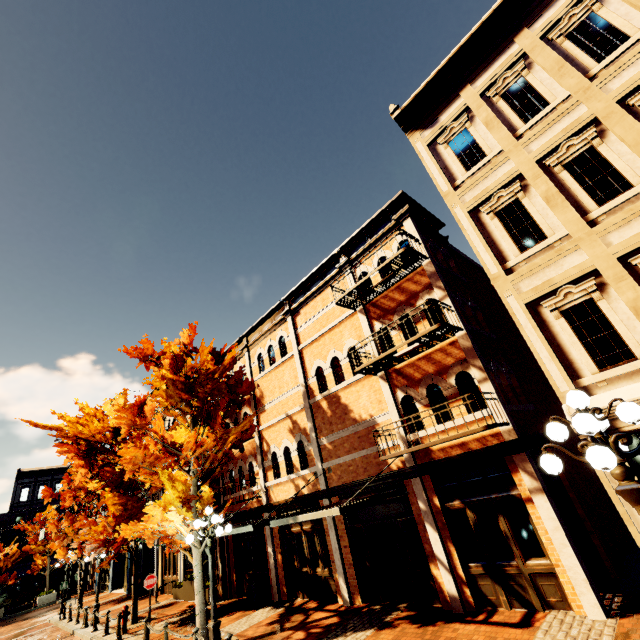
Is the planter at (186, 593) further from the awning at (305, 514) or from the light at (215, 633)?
the awning at (305, 514)

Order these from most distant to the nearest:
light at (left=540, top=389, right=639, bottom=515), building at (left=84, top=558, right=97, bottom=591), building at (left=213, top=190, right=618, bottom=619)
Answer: building at (left=84, top=558, right=97, bottom=591) → building at (left=213, top=190, right=618, bottom=619) → light at (left=540, top=389, right=639, bottom=515)

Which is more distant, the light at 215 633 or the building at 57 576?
the building at 57 576

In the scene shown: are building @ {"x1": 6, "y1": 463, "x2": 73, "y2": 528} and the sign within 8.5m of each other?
no

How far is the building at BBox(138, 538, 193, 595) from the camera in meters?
18.7

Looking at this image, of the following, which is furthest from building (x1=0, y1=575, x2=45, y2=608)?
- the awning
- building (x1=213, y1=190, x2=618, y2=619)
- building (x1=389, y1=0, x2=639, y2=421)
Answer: building (x1=389, y1=0, x2=639, y2=421)

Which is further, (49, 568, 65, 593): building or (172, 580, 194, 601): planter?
(49, 568, 65, 593): building

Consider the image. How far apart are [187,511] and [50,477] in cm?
4399
